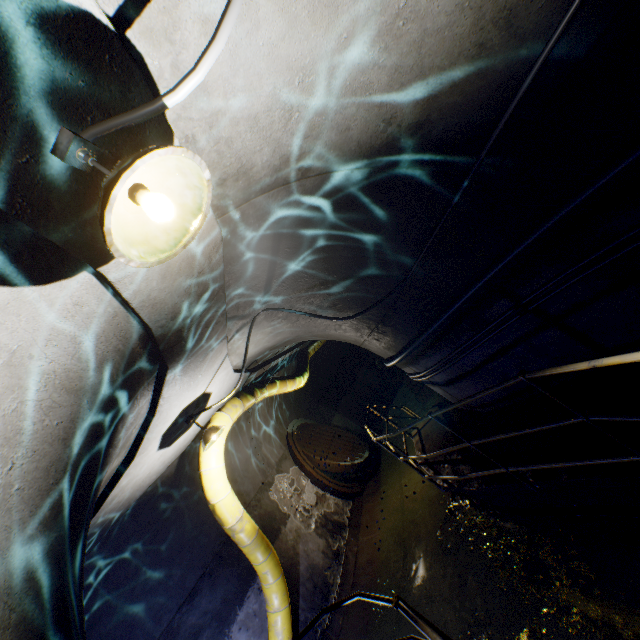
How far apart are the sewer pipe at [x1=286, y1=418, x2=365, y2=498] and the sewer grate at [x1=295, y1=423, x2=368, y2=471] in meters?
0.0

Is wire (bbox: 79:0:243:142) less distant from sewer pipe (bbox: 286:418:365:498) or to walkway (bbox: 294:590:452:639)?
walkway (bbox: 294:590:452:639)

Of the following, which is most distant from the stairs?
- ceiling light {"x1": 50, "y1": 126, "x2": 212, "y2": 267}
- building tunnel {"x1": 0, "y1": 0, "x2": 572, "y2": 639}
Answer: ceiling light {"x1": 50, "y1": 126, "x2": 212, "y2": 267}

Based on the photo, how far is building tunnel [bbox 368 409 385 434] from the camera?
13.7 meters

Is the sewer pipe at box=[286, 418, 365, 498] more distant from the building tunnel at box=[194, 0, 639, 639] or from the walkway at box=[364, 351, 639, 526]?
the walkway at box=[364, 351, 639, 526]

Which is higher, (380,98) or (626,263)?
(380,98)

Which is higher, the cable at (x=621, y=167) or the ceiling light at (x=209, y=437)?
the ceiling light at (x=209, y=437)

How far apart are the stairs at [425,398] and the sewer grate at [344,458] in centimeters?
205cm
